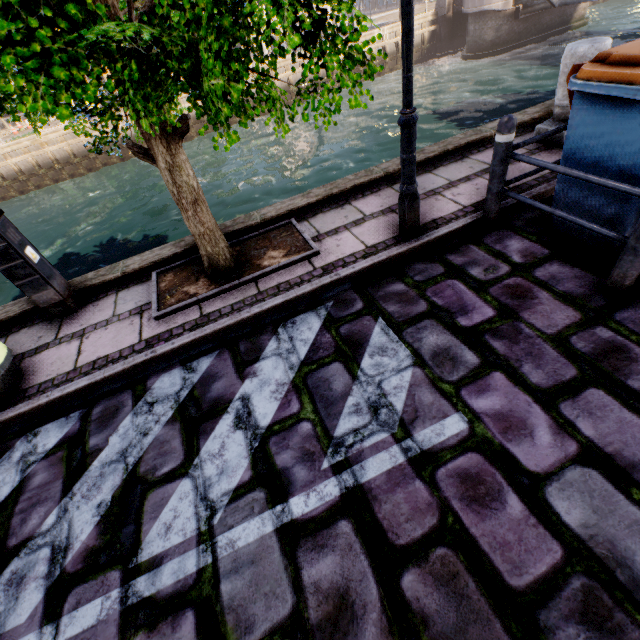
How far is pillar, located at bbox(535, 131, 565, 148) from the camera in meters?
4.4

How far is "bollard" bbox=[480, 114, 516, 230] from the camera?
2.9m

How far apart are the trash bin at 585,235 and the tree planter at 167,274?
2.4m

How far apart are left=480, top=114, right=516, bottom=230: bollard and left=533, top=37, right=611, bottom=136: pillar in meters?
2.0

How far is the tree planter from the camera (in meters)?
3.61

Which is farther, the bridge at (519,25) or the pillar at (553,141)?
the bridge at (519,25)

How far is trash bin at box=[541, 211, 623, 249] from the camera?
2.9m

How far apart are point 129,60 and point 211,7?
0.73m
